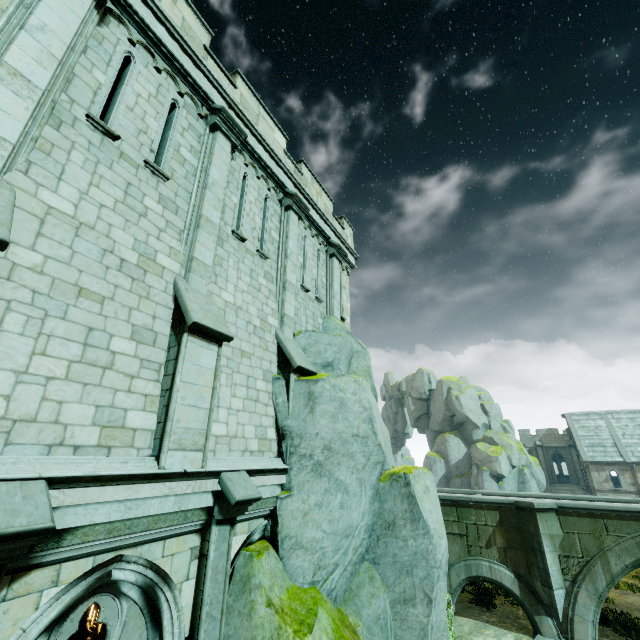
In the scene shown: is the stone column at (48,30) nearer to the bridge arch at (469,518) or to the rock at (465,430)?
the bridge arch at (469,518)

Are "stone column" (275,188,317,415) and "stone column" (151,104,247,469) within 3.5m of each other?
yes

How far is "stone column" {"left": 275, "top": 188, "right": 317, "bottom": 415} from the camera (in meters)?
8.12

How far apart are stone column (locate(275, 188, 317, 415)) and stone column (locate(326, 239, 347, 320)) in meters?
2.0

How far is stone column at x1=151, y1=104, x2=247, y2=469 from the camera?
5.0 meters

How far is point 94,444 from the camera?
4.2m

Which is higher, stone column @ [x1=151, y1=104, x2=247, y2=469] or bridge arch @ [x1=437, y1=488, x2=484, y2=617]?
stone column @ [x1=151, y1=104, x2=247, y2=469]

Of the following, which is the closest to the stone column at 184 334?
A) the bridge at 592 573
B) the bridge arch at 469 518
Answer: the bridge arch at 469 518
